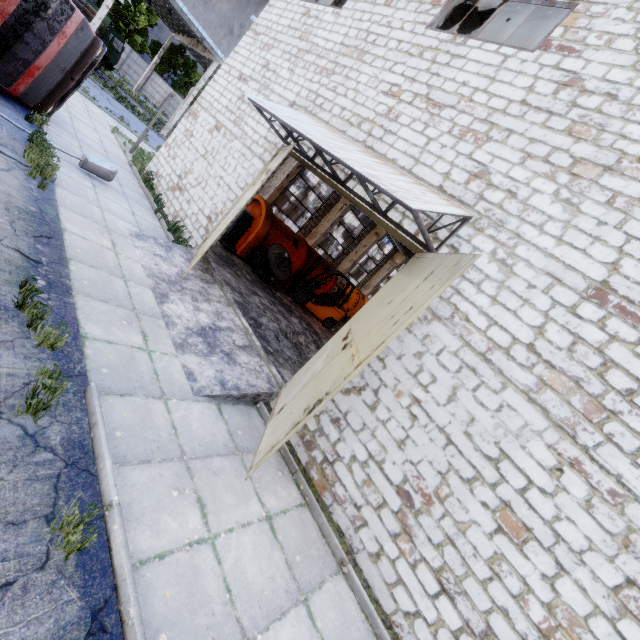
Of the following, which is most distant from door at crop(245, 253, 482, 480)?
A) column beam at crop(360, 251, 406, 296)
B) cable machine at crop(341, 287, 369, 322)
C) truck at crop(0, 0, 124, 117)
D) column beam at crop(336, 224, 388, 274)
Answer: column beam at crop(360, 251, 406, 296)

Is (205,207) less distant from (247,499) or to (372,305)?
(372,305)

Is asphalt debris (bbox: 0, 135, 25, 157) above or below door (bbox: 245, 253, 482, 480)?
below

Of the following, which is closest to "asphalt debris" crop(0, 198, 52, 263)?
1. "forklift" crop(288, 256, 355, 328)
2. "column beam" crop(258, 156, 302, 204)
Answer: "forklift" crop(288, 256, 355, 328)

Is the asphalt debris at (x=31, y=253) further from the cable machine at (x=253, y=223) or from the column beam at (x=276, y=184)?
the column beam at (x=276, y=184)

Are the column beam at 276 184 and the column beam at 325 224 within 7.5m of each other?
yes

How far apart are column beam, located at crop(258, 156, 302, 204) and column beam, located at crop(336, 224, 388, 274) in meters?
8.5 m

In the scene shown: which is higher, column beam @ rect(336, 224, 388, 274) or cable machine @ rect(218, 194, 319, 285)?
column beam @ rect(336, 224, 388, 274)
